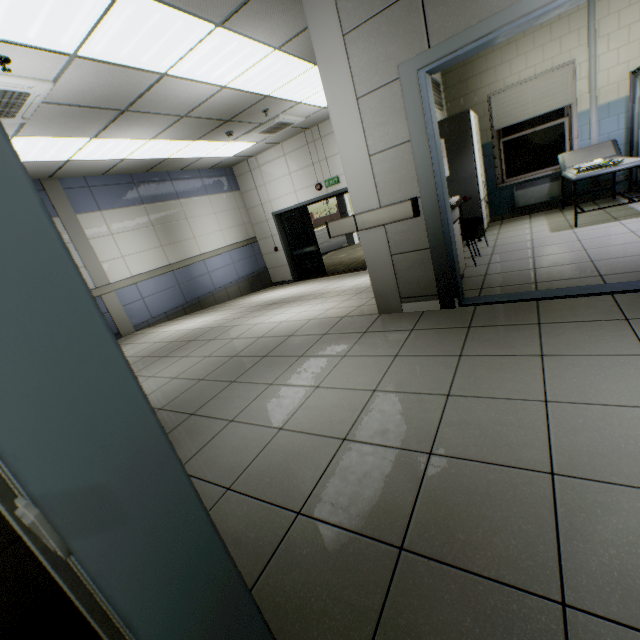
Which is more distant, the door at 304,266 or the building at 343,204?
the building at 343,204

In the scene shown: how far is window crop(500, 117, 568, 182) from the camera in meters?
6.1 m

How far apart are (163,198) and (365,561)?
8.8 meters

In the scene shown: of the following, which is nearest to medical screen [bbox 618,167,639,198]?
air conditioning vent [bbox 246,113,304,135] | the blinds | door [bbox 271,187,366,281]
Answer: the blinds

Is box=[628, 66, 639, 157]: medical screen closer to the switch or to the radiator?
the radiator

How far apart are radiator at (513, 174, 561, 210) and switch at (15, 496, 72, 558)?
8.10m

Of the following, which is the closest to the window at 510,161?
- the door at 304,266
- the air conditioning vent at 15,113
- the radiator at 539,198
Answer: the radiator at 539,198

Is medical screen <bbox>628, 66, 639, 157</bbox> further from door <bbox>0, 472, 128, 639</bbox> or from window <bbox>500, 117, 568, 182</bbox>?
door <bbox>0, 472, 128, 639</bbox>
